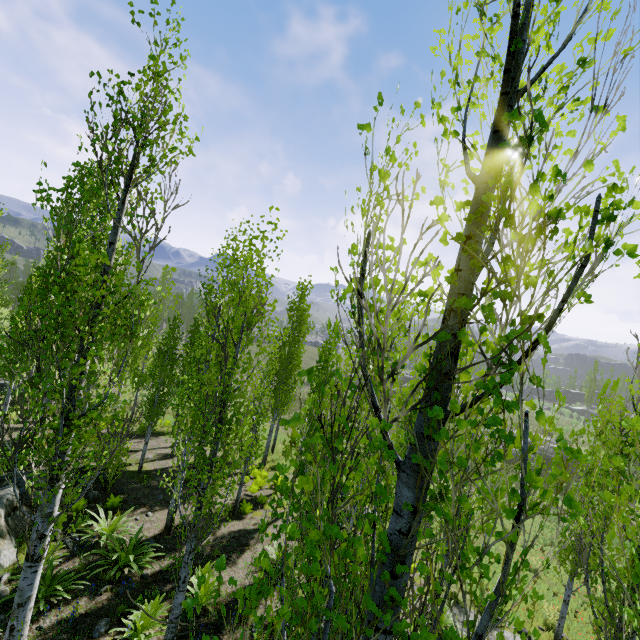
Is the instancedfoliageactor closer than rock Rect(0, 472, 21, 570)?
Yes

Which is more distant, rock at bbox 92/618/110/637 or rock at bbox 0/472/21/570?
rock at bbox 0/472/21/570

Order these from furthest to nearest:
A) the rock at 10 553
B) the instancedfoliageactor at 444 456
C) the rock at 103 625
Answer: the rock at 10 553
the rock at 103 625
the instancedfoliageactor at 444 456

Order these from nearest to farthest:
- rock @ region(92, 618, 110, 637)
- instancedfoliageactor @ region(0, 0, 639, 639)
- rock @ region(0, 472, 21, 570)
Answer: instancedfoliageactor @ region(0, 0, 639, 639)
rock @ region(92, 618, 110, 637)
rock @ region(0, 472, 21, 570)

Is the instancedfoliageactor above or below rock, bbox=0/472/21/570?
above

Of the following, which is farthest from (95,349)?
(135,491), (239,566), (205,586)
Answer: (135,491)

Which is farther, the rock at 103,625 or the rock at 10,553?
the rock at 10,553
